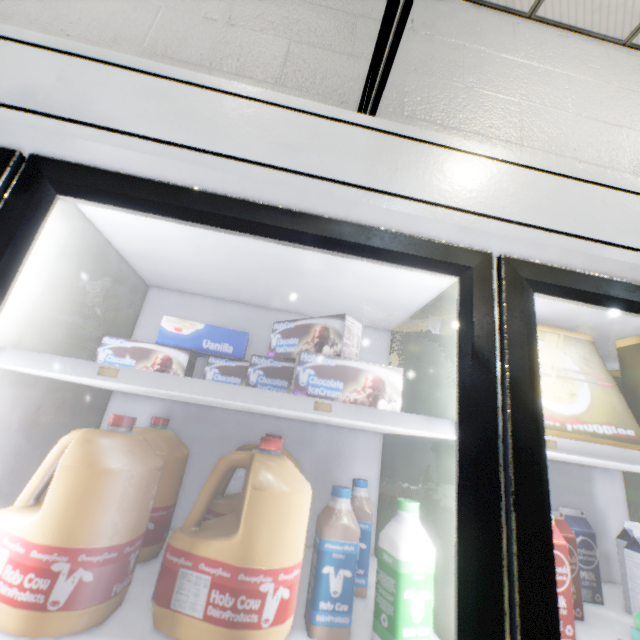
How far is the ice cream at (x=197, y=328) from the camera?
0.72m

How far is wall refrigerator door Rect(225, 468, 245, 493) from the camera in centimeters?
110cm

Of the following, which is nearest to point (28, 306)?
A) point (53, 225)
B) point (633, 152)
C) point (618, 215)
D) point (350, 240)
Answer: point (53, 225)

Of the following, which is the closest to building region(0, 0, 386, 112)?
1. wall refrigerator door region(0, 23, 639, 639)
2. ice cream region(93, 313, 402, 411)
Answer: wall refrigerator door region(0, 23, 639, 639)

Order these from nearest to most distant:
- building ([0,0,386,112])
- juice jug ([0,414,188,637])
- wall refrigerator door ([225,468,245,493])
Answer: juice jug ([0,414,188,637]) → wall refrigerator door ([225,468,245,493]) → building ([0,0,386,112])

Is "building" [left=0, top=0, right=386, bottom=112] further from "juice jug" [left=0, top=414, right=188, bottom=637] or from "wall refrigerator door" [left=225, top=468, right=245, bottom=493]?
"juice jug" [left=0, top=414, right=188, bottom=637]

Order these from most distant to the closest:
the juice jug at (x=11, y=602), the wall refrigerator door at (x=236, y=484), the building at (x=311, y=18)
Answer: the building at (x=311, y=18)
the wall refrigerator door at (x=236, y=484)
the juice jug at (x=11, y=602)

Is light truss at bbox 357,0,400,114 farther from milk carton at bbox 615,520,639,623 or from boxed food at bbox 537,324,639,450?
milk carton at bbox 615,520,639,623
